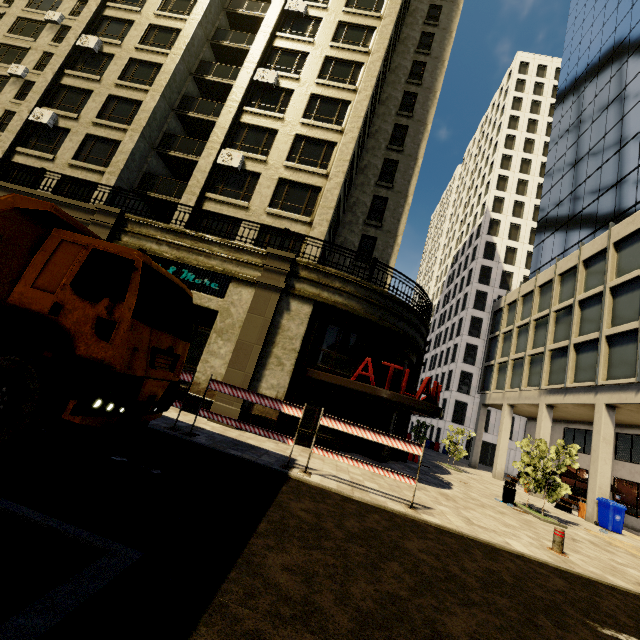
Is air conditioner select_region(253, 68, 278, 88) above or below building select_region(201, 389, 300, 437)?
above

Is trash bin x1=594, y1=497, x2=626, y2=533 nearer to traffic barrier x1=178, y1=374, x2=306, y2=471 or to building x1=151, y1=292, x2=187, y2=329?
building x1=151, y1=292, x2=187, y2=329

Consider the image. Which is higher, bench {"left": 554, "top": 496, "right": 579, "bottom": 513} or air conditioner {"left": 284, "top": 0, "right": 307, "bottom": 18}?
air conditioner {"left": 284, "top": 0, "right": 307, "bottom": 18}

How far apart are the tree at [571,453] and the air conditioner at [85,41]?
33.8 meters

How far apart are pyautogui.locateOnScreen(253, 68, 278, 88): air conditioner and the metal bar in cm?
2356

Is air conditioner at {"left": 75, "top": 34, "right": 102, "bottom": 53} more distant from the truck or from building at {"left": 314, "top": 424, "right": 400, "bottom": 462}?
the truck

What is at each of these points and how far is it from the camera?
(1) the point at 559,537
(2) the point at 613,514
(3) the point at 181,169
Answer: (1) metal bar, 8.0m
(2) trash bin, 15.0m
(3) building, 20.5m

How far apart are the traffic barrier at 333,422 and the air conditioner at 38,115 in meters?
23.5 m
